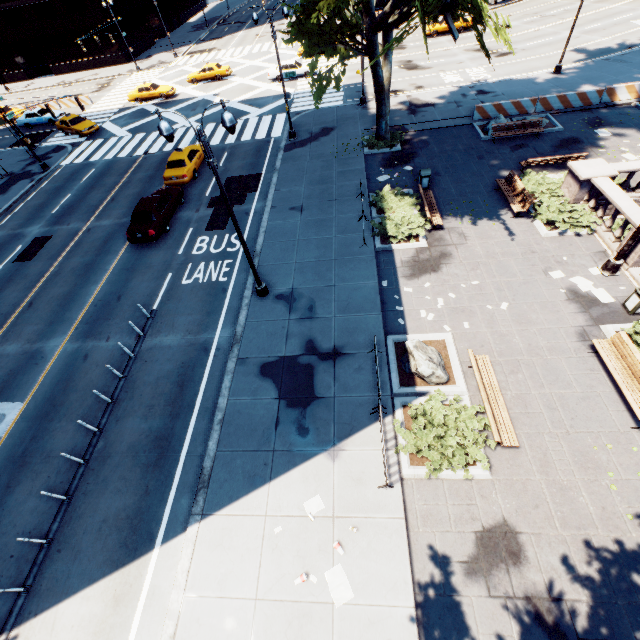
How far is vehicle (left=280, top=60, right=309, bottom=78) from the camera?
33.0 meters

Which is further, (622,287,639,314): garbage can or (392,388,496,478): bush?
(622,287,639,314): garbage can

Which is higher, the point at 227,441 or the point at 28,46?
the point at 28,46

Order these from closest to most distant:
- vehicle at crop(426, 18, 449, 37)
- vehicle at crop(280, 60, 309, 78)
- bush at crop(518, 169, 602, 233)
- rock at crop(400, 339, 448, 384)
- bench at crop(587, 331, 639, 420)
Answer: bench at crop(587, 331, 639, 420) → rock at crop(400, 339, 448, 384) → bush at crop(518, 169, 602, 233) → vehicle at crop(280, 60, 309, 78) → vehicle at crop(426, 18, 449, 37)

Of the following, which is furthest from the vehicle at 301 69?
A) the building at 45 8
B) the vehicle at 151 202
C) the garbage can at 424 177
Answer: the building at 45 8

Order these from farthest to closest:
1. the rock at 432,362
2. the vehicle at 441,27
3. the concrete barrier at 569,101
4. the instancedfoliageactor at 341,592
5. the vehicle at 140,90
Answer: the vehicle at 441,27, the vehicle at 140,90, the concrete barrier at 569,101, the rock at 432,362, the instancedfoliageactor at 341,592

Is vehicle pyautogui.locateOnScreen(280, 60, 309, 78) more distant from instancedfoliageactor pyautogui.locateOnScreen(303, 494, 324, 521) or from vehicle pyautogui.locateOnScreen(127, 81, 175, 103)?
instancedfoliageactor pyautogui.locateOnScreen(303, 494, 324, 521)

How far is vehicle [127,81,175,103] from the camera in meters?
35.0 m
